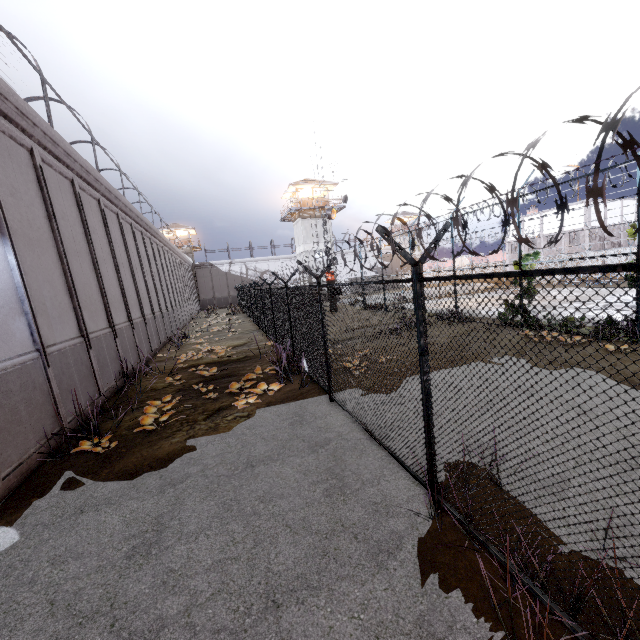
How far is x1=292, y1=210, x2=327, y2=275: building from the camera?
39.9 meters

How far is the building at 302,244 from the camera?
39.9m

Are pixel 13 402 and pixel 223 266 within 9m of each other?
no

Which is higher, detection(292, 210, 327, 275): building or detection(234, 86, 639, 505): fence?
detection(292, 210, 327, 275): building

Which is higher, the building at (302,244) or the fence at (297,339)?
the building at (302,244)

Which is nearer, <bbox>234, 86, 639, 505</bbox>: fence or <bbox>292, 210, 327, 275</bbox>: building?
<bbox>234, 86, 639, 505</bbox>: fence
